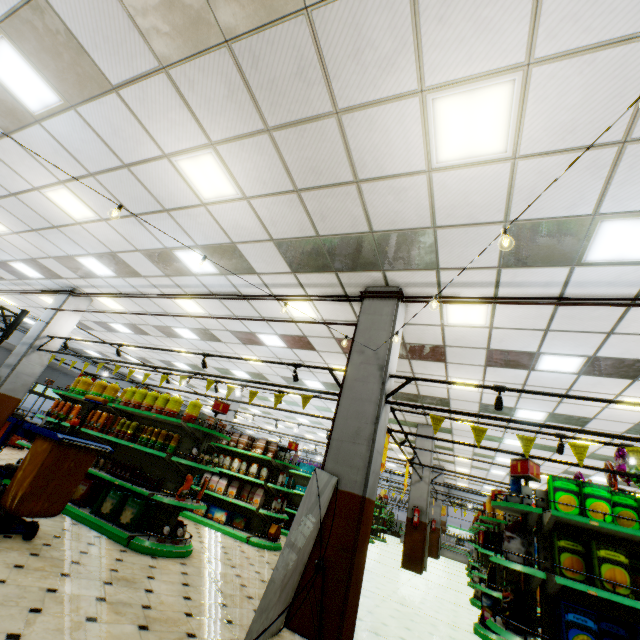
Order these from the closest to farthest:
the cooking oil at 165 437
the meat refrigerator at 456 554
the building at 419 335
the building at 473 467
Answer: the building at 419 335, the cooking oil at 165 437, the building at 473 467, the meat refrigerator at 456 554

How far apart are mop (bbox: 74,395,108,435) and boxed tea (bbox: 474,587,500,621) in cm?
752

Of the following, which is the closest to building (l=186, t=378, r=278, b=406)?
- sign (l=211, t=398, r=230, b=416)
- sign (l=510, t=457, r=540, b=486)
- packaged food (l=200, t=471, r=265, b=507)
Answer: packaged food (l=200, t=471, r=265, b=507)

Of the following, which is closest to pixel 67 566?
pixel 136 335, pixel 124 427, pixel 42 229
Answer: pixel 124 427

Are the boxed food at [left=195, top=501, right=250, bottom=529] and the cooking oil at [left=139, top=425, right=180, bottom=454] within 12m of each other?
yes

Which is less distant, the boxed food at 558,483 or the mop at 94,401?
the boxed food at 558,483

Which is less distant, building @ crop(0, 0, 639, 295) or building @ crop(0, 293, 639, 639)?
building @ crop(0, 0, 639, 295)

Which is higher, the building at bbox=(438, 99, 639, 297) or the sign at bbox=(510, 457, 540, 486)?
the building at bbox=(438, 99, 639, 297)
